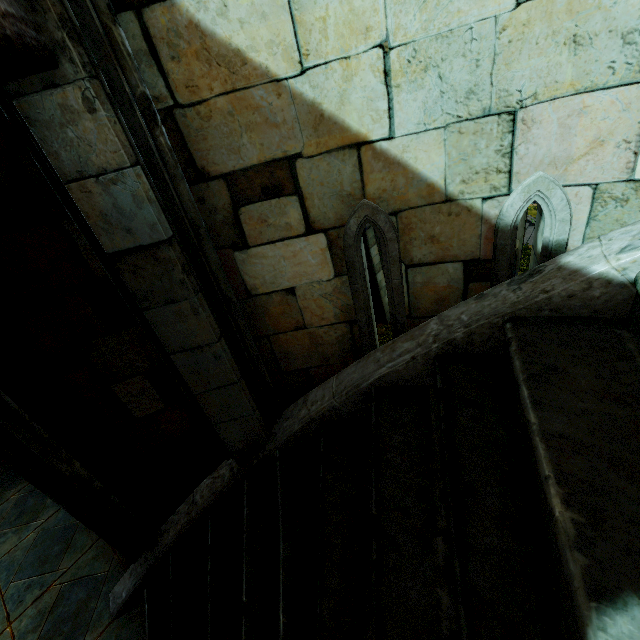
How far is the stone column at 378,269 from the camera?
12.61m

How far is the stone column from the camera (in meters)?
12.61

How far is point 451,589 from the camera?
1.3m
